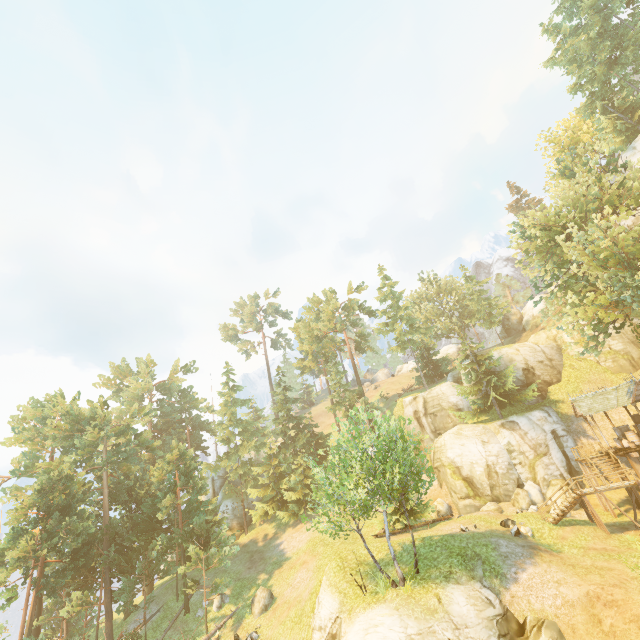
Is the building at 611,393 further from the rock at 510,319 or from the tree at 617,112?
the rock at 510,319

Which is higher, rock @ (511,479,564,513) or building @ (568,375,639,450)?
building @ (568,375,639,450)

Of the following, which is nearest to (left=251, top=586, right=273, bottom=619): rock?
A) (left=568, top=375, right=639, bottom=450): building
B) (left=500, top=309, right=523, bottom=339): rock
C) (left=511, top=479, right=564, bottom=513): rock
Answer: (left=511, top=479, right=564, bottom=513): rock

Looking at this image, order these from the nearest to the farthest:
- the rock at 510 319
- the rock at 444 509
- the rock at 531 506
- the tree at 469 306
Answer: the tree at 469 306
the rock at 531 506
the rock at 444 509
the rock at 510 319

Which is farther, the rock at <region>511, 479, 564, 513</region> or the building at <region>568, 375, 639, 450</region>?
the rock at <region>511, 479, 564, 513</region>

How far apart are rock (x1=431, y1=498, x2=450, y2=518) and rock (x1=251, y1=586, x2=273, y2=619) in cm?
1569

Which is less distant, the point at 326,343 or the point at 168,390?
the point at 326,343

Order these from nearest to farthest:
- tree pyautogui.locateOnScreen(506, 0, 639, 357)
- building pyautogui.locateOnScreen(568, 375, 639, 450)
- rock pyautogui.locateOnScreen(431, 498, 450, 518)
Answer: tree pyautogui.locateOnScreen(506, 0, 639, 357) < building pyautogui.locateOnScreen(568, 375, 639, 450) < rock pyautogui.locateOnScreen(431, 498, 450, 518)
